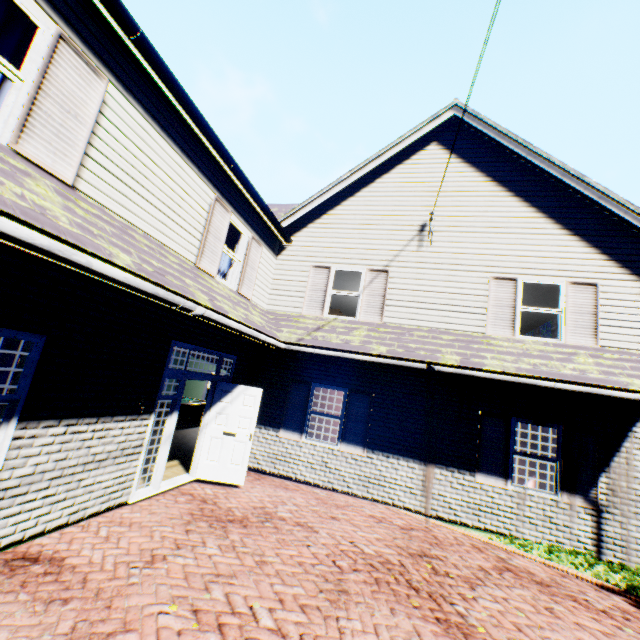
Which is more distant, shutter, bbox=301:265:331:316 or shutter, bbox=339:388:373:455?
shutter, bbox=301:265:331:316

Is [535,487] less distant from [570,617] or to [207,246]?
[570,617]

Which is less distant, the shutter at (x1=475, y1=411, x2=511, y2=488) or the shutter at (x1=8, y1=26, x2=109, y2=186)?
the shutter at (x1=8, y1=26, x2=109, y2=186)

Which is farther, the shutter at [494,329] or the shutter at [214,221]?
the shutter at [494,329]

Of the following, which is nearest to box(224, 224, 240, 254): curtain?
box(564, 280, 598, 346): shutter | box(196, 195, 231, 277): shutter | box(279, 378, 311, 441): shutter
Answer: box(196, 195, 231, 277): shutter

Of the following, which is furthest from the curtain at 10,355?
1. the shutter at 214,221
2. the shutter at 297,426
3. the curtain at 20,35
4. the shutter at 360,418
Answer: the shutter at 360,418

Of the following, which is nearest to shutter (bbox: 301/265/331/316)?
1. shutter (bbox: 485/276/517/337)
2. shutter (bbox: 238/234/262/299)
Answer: shutter (bbox: 238/234/262/299)

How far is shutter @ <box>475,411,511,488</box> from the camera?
7.41m
